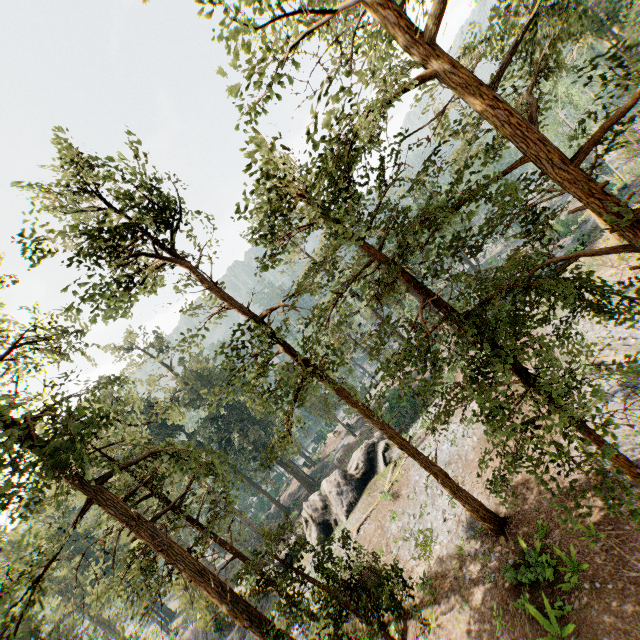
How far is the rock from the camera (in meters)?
27.27

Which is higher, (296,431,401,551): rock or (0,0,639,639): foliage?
(0,0,639,639): foliage

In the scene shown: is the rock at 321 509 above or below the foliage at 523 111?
below

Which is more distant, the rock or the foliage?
the rock

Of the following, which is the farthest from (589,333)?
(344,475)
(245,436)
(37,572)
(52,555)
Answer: (37,572)

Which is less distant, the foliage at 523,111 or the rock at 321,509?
the foliage at 523,111
